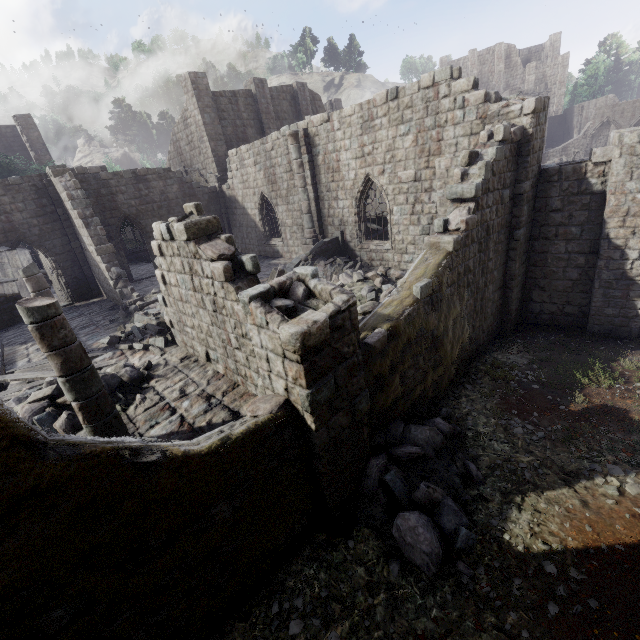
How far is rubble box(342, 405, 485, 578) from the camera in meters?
5.6

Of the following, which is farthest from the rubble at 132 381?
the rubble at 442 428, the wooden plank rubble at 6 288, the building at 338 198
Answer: the wooden plank rubble at 6 288

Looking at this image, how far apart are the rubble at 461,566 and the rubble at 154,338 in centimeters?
741cm

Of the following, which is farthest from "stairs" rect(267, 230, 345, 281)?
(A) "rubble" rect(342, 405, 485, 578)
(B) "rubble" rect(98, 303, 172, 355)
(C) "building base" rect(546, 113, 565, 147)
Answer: (C) "building base" rect(546, 113, 565, 147)

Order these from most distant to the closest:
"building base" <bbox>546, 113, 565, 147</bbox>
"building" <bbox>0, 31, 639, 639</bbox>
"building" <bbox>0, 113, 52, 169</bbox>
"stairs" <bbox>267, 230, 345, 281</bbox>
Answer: "building base" <bbox>546, 113, 565, 147</bbox> < "building" <bbox>0, 113, 52, 169</bbox> < "stairs" <bbox>267, 230, 345, 281</bbox> < "building" <bbox>0, 31, 639, 639</bbox>

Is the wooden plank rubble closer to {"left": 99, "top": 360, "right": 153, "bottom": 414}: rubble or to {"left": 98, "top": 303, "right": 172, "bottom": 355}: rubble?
{"left": 98, "top": 303, "right": 172, "bottom": 355}: rubble

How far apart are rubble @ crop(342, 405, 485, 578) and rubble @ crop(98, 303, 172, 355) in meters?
7.4

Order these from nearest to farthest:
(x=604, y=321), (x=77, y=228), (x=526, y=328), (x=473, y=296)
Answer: (x=473, y=296), (x=604, y=321), (x=526, y=328), (x=77, y=228)
